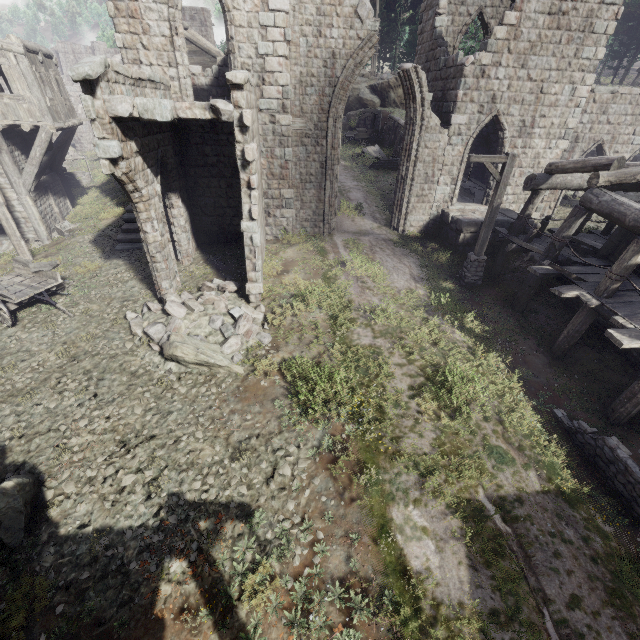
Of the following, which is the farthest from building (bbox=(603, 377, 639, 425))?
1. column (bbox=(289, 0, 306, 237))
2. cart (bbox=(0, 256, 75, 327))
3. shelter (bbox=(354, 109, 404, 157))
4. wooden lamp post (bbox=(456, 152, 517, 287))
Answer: cart (bbox=(0, 256, 75, 327))

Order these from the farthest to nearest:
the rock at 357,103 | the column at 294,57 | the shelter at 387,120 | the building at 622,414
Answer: the rock at 357,103 → the shelter at 387,120 → the column at 294,57 → the building at 622,414

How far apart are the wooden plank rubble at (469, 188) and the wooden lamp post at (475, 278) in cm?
540

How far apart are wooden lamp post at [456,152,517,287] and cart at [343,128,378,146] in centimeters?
2381cm

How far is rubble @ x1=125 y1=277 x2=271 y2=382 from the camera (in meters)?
9.38

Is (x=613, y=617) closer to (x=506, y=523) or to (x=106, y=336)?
(x=506, y=523)

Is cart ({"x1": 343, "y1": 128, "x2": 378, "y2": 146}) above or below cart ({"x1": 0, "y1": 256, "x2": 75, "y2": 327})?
above

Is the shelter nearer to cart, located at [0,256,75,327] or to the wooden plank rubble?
the wooden plank rubble
